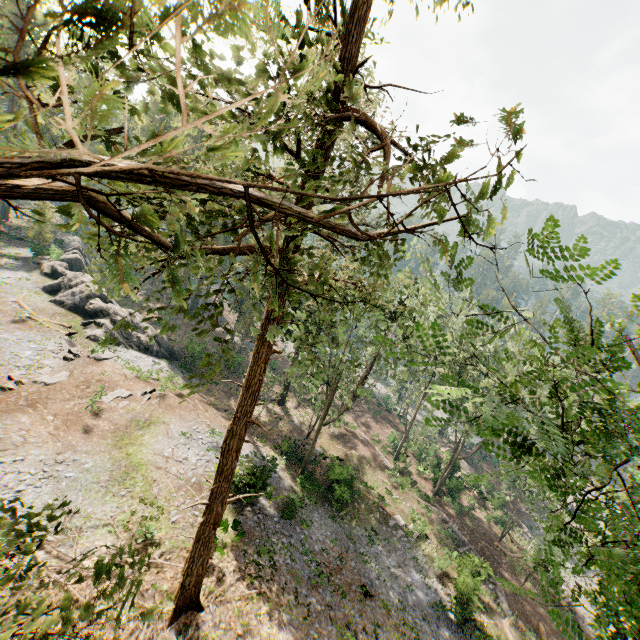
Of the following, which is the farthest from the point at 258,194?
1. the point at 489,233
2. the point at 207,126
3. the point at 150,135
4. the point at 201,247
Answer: the point at 207,126

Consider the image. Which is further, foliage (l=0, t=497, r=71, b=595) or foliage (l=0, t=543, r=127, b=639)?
foliage (l=0, t=497, r=71, b=595)

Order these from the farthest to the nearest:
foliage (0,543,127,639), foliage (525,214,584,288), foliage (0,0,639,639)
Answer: foliage (525,214,584,288) < foliage (0,543,127,639) < foliage (0,0,639,639)

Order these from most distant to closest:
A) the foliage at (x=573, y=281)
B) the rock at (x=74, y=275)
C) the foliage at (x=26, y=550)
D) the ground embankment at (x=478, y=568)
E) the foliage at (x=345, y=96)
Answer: the rock at (x=74, y=275), the ground embankment at (x=478, y=568), the foliage at (x=573, y=281), the foliage at (x=26, y=550), the foliage at (x=345, y=96)

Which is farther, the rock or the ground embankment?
the rock

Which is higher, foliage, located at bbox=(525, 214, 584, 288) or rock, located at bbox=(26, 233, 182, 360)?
foliage, located at bbox=(525, 214, 584, 288)

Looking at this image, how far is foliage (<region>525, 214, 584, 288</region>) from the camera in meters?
4.0

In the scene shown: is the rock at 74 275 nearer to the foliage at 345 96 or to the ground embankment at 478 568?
the foliage at 345 96
